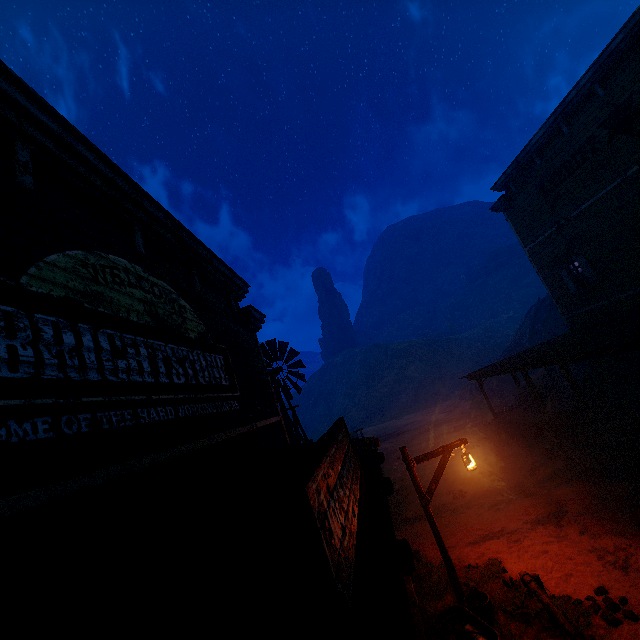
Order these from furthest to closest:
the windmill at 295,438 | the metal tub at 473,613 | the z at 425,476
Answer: the z at 425,476 → the windmill at 295,438 → the metal tub at 473,613

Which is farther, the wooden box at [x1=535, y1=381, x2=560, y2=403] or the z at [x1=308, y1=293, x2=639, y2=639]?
the wooden box at [x1=535, y1=381, x2=560, y2=403]

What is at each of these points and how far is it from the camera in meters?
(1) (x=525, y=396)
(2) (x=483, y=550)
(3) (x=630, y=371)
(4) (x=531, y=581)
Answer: (1) wooden box, 18.2
(2) z, 8.6
(3) bp, 14.7
(4) horse pole, 5.7

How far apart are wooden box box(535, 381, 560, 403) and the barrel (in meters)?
1.25

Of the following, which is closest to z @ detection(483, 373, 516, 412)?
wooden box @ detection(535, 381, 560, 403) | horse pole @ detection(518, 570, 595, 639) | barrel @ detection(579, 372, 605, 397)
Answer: horse pole @ detection(518, 570, 595, 639)

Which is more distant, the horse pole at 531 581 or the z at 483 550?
the z at 483 550

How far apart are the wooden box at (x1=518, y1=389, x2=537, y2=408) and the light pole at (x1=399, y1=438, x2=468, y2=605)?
12.7m

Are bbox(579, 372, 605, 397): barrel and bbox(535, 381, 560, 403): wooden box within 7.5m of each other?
yes
